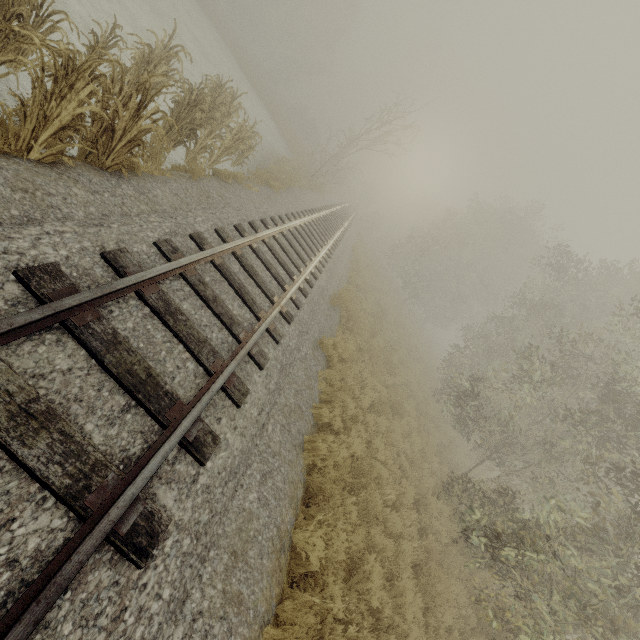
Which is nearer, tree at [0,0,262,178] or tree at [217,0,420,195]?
Result: tree at [0,0,262,178]

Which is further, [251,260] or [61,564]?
[251,260]

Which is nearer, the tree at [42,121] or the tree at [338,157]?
the tree at [42,121]
